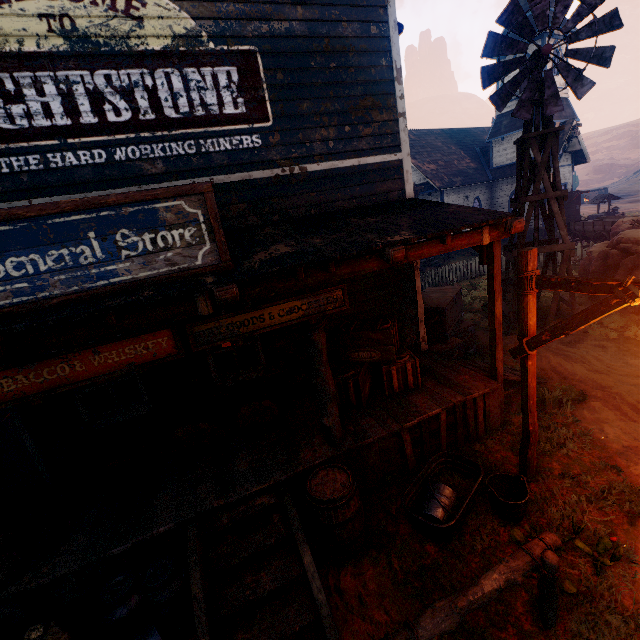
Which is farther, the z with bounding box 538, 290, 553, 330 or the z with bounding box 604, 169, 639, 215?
the z with bounding box 604, 169, 639, 215

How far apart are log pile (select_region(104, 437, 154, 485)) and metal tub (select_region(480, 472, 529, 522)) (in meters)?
3.81

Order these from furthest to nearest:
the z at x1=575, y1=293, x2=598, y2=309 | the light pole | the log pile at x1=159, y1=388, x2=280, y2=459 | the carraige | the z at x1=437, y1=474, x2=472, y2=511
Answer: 1. the carraige
2. the z at x1=575, y1=293, x2=598, y2=309
3. the log pile at x1=159, y1=388, x2=280, y2=459
4. the z at x1=437, y1=474, x2=472, y2=511
5. the light pole

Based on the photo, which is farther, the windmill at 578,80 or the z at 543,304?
the z at 543,304

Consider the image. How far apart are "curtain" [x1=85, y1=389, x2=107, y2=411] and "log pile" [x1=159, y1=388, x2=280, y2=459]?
1.0m

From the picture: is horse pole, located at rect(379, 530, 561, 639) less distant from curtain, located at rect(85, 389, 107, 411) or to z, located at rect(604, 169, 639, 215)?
z, located at rect(604, 169, 639, 215)

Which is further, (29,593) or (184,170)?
(184,170)

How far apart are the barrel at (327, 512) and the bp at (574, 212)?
27.5m
